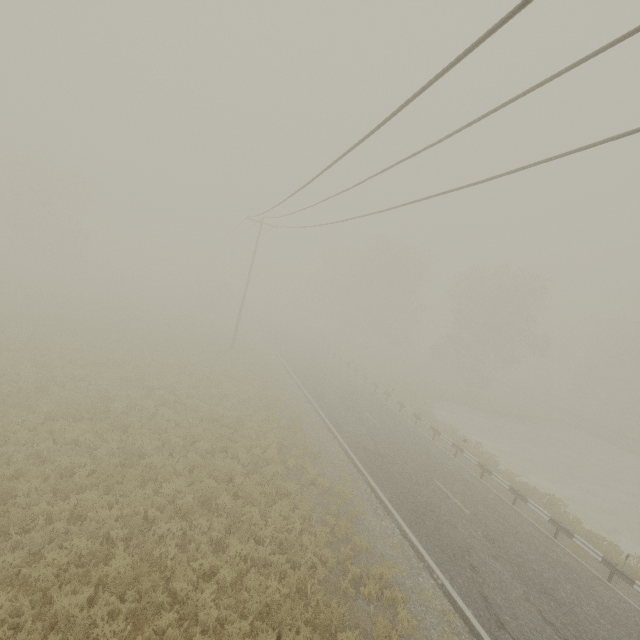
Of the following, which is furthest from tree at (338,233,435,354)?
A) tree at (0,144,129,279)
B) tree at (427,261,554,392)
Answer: tree at (0,144,129,279)

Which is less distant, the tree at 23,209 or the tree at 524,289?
the tree at 524,289

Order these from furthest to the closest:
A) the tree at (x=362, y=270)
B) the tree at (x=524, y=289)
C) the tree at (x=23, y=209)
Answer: the tree at (x=362, y=270) < the tree at (x=23, y=209) < the tree at (x=524, y=289)

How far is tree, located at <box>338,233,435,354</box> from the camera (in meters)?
46.53

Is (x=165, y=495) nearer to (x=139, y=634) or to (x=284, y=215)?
(x=139, y=634)

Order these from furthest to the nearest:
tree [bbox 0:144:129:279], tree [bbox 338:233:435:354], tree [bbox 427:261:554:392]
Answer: tree [bbox 338:233:435:354] → tree [bbox 0:144:129:279] → tree [bbox 427:261:554:392]

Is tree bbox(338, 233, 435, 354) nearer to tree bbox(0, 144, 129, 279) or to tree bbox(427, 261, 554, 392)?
tree bbox(427, 261, 554, 392)
